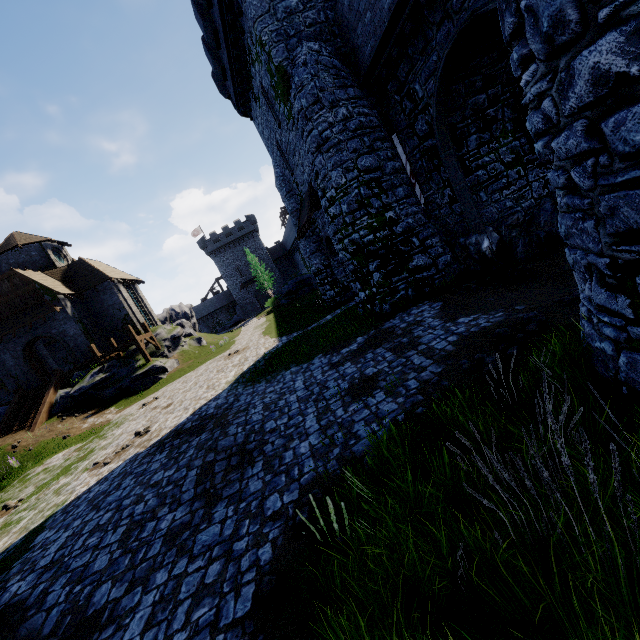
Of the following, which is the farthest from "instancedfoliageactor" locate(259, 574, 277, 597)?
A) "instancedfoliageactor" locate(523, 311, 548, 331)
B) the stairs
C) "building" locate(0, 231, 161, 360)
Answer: "building" locate(0, 231, 161, 360)

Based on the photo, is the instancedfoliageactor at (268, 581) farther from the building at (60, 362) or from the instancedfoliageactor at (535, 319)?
the building at (60, 362)

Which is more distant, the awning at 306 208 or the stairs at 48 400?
the stairs at 48 400

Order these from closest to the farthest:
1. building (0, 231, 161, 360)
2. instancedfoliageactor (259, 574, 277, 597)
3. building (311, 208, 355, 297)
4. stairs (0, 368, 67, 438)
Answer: instancedfoliageactor (259, 574, 277, 597)
building (311, 208, 355, 297)
stairs (0, 368, 67, 438)
building (0, 231, 161, 360)

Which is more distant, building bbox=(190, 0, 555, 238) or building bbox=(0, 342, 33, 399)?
building bbox=(0, 342, 33, 399)

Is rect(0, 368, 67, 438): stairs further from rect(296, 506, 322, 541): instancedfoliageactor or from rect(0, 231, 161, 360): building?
rect(296, 506, 322, 541): instancedfoliageactor

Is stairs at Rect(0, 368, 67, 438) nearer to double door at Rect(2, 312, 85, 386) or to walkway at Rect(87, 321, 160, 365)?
double door at Rect(2, 312, 85, 386)

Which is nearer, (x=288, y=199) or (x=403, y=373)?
(x=403, y=373)
